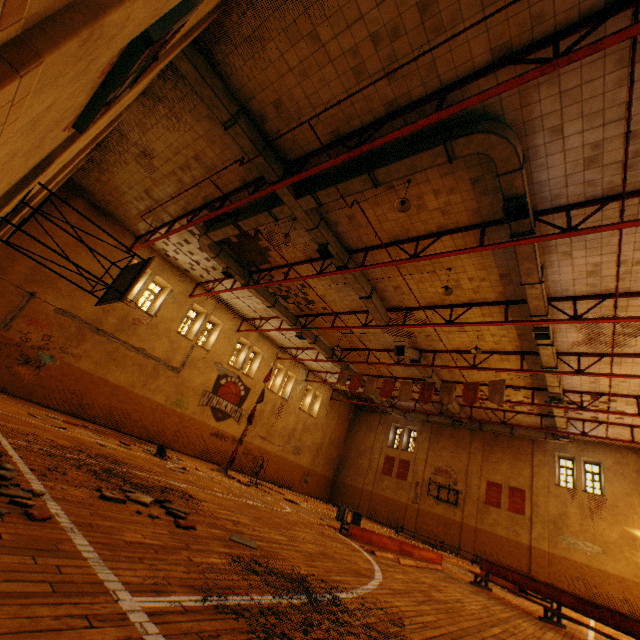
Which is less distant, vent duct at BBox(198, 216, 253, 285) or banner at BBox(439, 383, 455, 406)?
vent duct at BBox(198, 216, 253, 285)

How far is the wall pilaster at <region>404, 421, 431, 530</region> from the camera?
24.05m

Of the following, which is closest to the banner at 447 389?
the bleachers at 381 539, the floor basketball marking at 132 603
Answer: the bleachers at 381 539

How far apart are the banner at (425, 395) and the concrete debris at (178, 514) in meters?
13.6 m

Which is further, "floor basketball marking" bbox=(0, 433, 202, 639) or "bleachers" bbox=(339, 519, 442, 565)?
"bleachers" bbox=(339, 519, 442, 565)

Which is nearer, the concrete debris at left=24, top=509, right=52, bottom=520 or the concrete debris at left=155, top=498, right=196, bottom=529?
the concrete debris at left=24, top=509, right=52, bottom=520

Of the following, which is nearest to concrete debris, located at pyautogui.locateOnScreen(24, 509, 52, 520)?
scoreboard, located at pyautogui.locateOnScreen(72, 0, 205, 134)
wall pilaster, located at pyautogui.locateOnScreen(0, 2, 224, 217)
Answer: wall pilaster, located at pyautogui.locateOnScreen(0, 2, 224, 217)

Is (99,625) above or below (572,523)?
below
